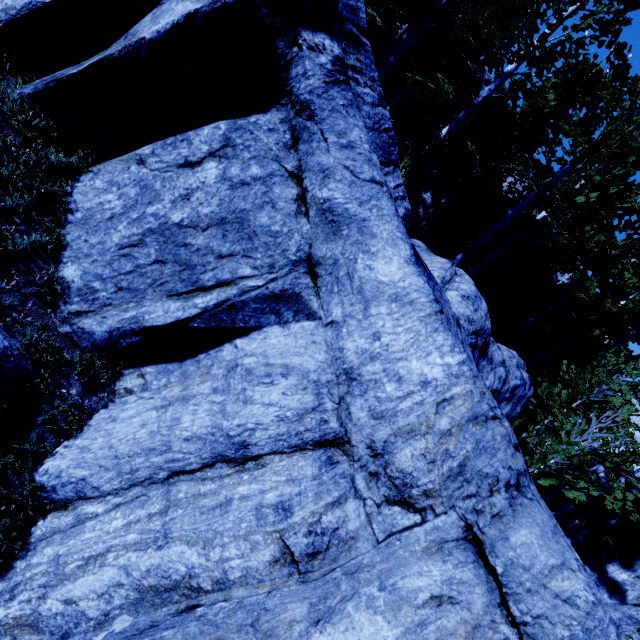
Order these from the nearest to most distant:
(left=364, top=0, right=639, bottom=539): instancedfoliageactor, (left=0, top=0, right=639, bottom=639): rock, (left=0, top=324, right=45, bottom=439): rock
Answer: (left=0, top=0, right=639, bottom=639): rock < (left=0, top=324, right=45, bottom=439): rock < (left=364, top=0, right=639, bottom=539): instancedfoliageactor

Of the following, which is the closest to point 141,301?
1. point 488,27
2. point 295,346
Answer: point 295,346

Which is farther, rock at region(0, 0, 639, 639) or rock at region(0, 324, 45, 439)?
rock at region(0, 324, 45, 439)

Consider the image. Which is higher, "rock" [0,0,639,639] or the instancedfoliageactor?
the instancedfoliageactor

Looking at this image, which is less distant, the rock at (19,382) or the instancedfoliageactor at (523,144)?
the rock at (19,382)

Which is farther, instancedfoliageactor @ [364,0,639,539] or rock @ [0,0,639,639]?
instancedfoliageactor @ [364,0,639,539]

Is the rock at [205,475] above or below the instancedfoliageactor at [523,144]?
below
